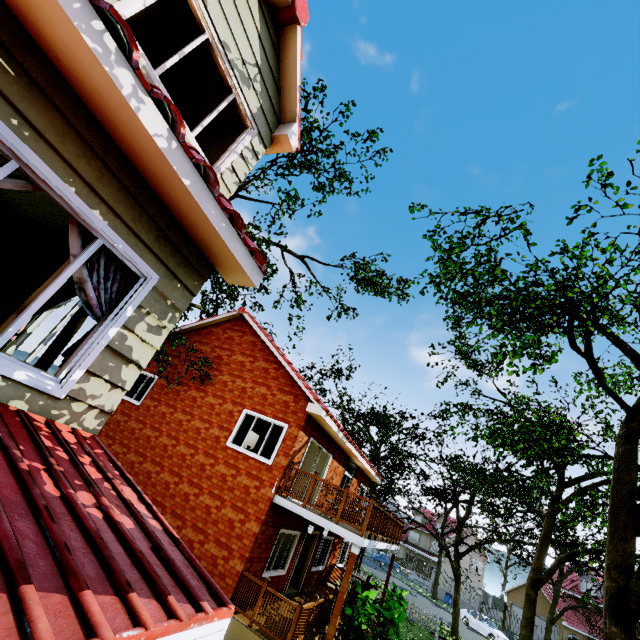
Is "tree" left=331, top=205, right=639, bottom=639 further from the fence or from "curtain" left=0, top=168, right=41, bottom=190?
"curtain" left=0, top=168, right=41, bottom=190

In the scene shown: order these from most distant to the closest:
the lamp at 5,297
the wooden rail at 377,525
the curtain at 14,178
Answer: the wooden rail at 377,525 → the lamp at 5,297 → the curtain at 14,178

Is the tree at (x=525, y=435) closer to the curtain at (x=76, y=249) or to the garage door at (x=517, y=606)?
the garage door at (x=517, y=606)

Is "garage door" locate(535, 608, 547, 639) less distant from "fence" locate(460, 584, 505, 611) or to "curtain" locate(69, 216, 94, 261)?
"fence" locate(460, 584, 505, 611)

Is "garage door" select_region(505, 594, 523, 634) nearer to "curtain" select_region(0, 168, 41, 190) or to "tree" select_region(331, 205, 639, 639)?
"tree" select_region(331, 205, 639, 639)

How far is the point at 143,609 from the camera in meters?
1.5

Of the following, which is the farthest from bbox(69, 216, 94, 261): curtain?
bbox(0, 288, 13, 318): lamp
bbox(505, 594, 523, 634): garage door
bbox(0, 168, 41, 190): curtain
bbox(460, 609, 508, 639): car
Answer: bbox(505, 594, 523, 634): garage door

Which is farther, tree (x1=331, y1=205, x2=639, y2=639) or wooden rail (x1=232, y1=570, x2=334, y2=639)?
wooden rail (x1=232, y1=570, x2=334, y2=639)
